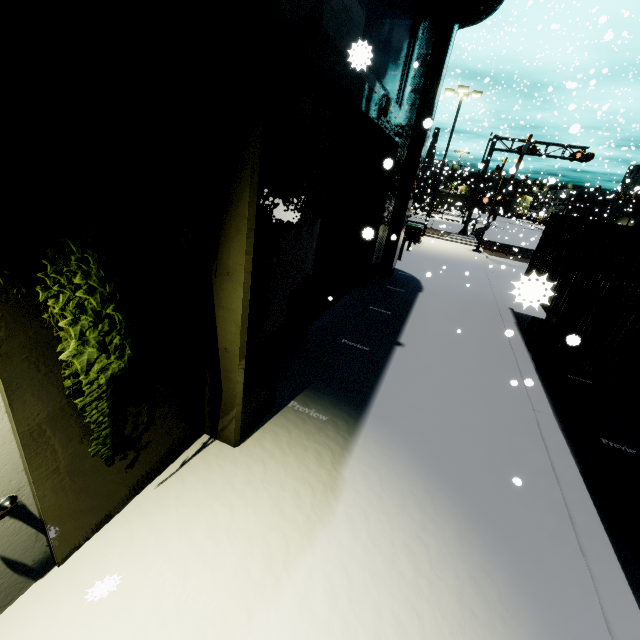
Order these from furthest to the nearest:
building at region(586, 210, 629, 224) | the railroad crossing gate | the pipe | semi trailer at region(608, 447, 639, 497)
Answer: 1. building at region(586, 210, 629, 224)
2. the railroad crossing gate
3. the pipe
4. semi trailer at region(608, 447, 639, 497)

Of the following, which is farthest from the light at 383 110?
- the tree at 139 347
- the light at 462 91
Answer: the light at 462 91

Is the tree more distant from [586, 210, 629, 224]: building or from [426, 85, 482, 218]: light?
[426, 85, 482, 218]: light

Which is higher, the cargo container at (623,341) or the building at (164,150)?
the building at (164,150)

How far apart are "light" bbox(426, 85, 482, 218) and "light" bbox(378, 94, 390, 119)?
18.80m

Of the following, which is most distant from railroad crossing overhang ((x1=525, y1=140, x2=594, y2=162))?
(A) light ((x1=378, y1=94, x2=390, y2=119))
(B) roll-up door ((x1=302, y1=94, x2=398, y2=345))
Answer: (A) light ((x1=378, y1=94, x2=390, y2=119))

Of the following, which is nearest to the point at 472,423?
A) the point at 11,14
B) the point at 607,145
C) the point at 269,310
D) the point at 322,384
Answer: the point at 322,384

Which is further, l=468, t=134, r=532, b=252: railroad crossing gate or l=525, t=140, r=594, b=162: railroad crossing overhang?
l=525, t=140, r=594, b=162: railroad crossing overhang
